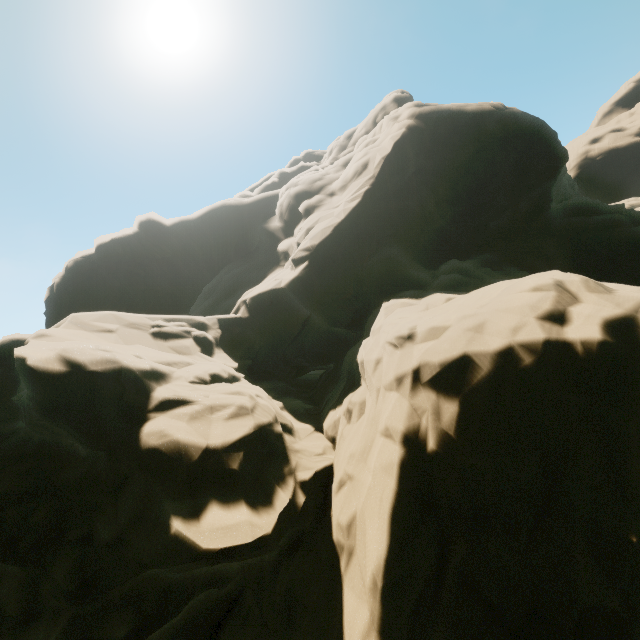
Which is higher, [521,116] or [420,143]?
[521,116]
